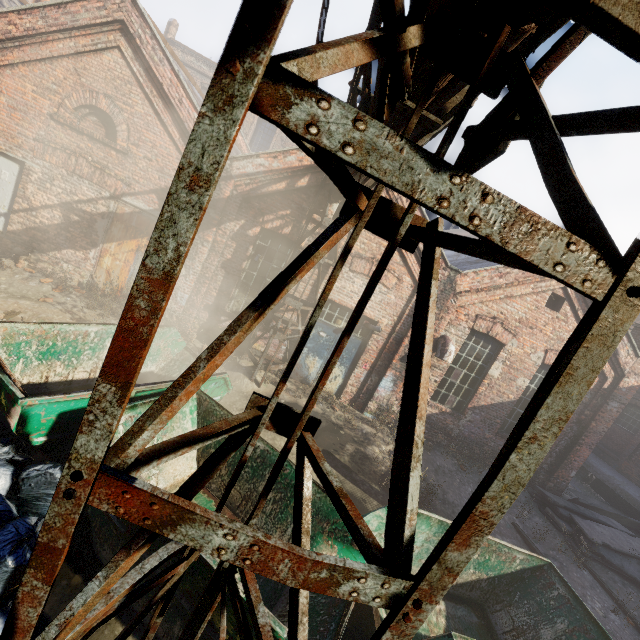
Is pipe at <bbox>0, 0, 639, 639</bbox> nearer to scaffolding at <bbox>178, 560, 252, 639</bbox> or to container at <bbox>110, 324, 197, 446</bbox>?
Result: scaffolding at <bbox>178, 560, 252, 639</bbox>

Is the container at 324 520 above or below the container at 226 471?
above

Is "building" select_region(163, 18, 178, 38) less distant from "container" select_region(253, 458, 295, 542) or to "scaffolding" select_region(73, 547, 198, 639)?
"container" select_region(253, 458, 295, 542)

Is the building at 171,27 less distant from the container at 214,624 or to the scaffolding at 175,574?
the container at 214,624

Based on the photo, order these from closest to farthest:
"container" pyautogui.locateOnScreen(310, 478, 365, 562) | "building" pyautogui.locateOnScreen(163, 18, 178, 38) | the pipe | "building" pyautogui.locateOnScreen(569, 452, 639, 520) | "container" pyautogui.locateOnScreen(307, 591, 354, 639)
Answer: the pipe → "container" pyautogui.locateOnScreen(307, 591, 354, 639) → "container" pyautogui.locateOnScreen(310, 478, 365, 562) → "building" pyautogui.locateOnScreen(569, 452, 639, 520) → "building" pyautogui.locateOnScreen(163, 18, 178, 38)

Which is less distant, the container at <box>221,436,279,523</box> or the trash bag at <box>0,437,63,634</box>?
the trash bag at <box>0,437,63,634</box>

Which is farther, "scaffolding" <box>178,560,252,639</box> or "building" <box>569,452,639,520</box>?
"building" <box>569,452,639,520</box>

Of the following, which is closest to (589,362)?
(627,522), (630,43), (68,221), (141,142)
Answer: (630,43)
